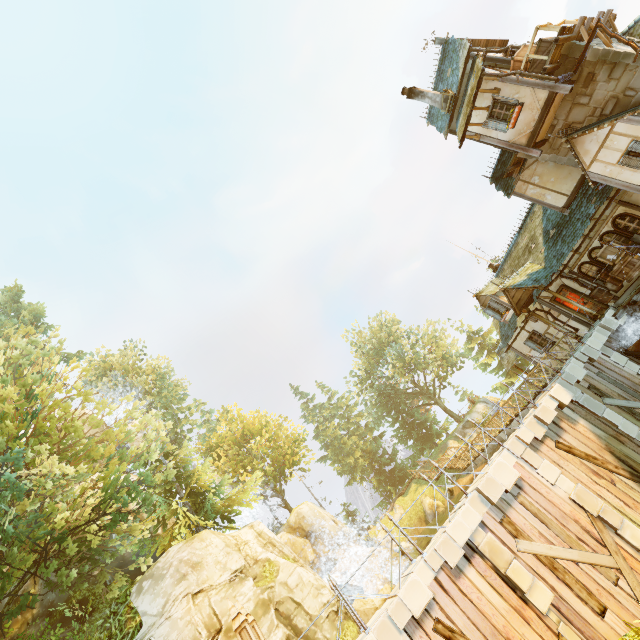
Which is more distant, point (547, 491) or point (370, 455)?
point (370, 455)

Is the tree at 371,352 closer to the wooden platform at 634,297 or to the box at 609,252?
the wooden platform at 634,297

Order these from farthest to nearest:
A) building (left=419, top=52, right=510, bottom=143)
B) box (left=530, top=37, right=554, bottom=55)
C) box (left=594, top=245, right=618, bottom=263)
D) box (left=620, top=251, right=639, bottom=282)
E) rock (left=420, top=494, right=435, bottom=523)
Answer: rock (left=420, top=494, right=435, bottom=523), building (left=419, top=52, right=510, bottom=143), box (left=594, top=245, right=618, bottom=263), box (left=620, top=251, right=639, bottom=282), box (left=530, top=37, right=554, bottom=55)

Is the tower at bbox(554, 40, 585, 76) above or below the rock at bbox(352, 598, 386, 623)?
above

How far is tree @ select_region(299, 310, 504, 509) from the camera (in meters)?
40.56

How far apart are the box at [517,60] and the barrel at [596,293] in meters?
10.3

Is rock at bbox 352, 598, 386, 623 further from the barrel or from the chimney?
the chimney

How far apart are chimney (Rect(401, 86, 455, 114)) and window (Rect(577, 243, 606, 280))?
9.3 meters
